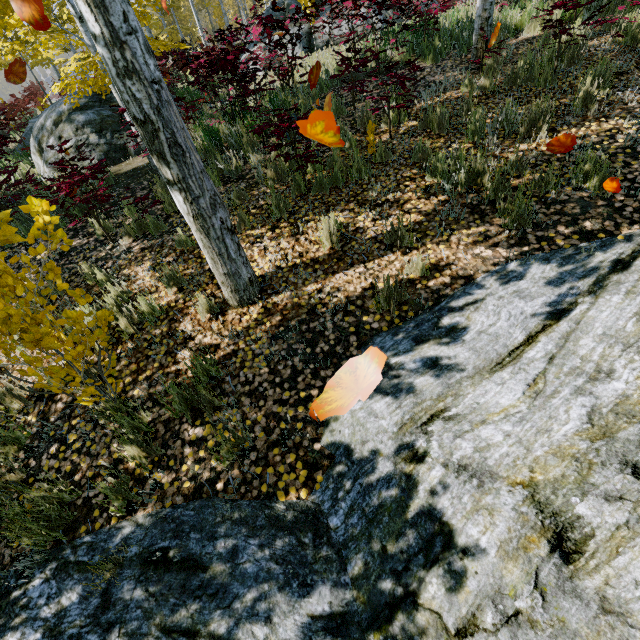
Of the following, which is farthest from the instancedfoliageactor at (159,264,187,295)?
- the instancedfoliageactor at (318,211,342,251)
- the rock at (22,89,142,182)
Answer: the instancedfoliageactor at (318,211,342,251)

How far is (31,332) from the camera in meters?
2.2 m

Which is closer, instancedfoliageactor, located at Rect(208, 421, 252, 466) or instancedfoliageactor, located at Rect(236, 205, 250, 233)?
instancedfoliageactor, located at Rect(208, 421, 252, 466)

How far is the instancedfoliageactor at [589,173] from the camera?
3.3 meters

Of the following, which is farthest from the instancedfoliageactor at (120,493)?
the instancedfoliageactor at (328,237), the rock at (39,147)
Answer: the instancedfoliageactor at (328,237)

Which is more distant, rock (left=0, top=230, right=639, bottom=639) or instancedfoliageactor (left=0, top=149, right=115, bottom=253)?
instancedfoliageactor (left=0, top=149, right=115, bottom=253)

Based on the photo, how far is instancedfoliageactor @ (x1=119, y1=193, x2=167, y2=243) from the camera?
4.8 meters
